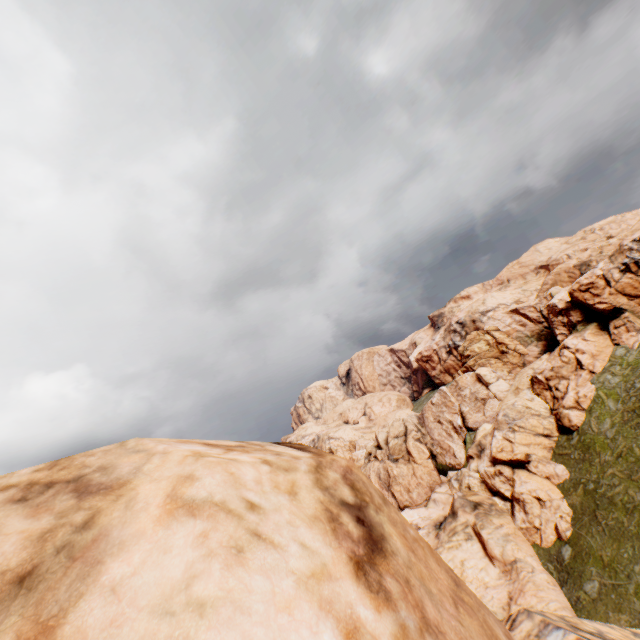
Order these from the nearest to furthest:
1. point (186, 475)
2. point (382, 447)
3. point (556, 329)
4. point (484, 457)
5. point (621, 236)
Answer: point (186, 475), point (484, 457), point (556, 329), point (621, 236), point (382, 447)
